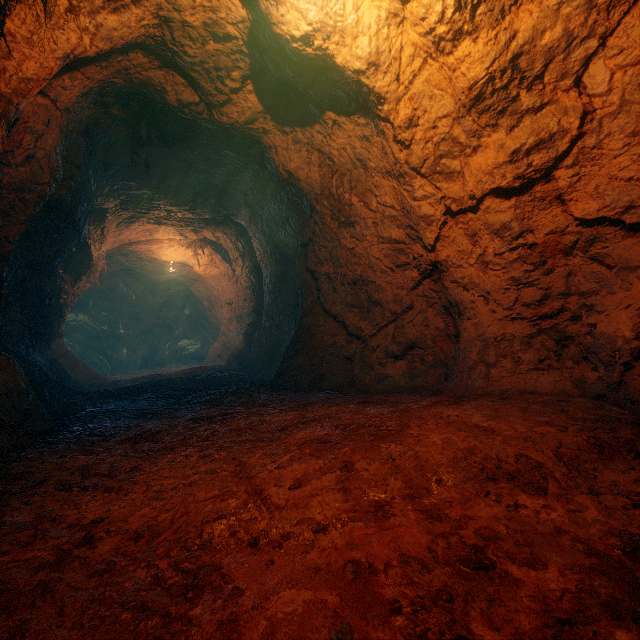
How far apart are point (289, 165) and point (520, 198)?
3.8m
